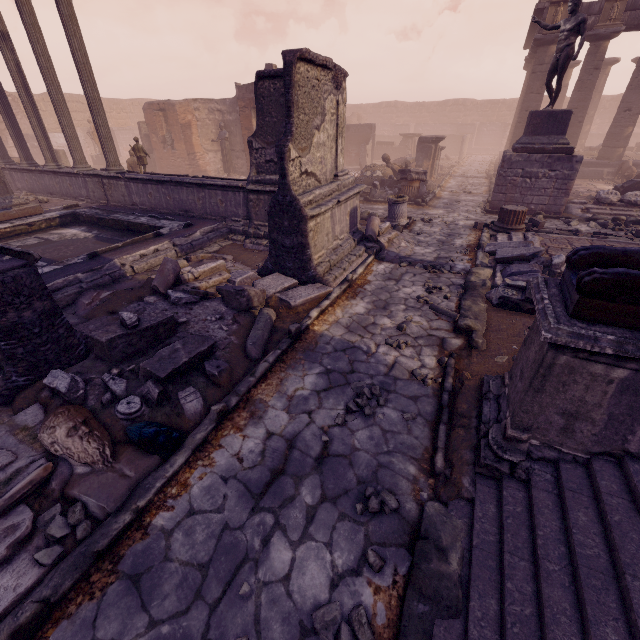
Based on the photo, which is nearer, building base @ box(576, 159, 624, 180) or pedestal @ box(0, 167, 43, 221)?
pedestal @ box(0, 167, 43, 221)

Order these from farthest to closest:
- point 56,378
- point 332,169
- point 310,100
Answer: point 332,169 → point 310,100 → point 56,378

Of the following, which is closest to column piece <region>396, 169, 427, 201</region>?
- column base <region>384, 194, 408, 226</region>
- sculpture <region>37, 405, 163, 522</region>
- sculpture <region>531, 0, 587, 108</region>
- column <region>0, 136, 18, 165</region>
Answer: column base <region>384, 194, 408, 226</region>

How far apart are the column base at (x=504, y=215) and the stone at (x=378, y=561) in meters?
9.4

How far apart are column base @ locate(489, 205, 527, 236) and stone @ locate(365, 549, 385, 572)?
9.36m

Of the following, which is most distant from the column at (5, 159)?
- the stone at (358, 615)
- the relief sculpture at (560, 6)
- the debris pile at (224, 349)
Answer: the relief sculpture at (560, 6)

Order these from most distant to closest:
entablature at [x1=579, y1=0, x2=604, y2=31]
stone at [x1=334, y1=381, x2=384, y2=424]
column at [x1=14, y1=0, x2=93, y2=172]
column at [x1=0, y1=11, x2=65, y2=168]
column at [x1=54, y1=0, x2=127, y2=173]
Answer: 1. entablature at [x1=579, y1=0, x2=604, y2=31]
2. column at [x1=0, y1=11, x2=65, y2=168]
3. column at [x1=14, y1=0, x2=93, y2=172]
4. column at [x1=54, y1=0, x2=127, y2=173]
5. stone at [x1=334, y1=381, x2=384, y2=424]

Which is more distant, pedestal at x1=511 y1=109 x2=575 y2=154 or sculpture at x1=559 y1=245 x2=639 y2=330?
pedestal at x1=511 y1=109 x2=575 y2=154
